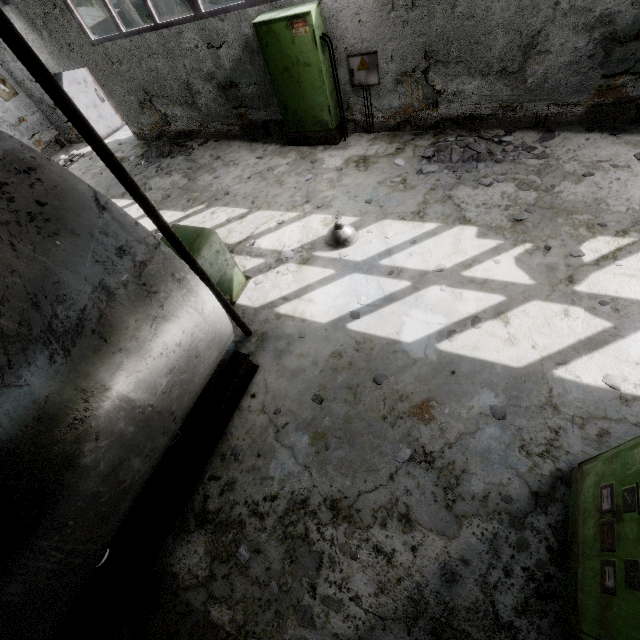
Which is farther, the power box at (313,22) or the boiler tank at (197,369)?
the power box at (313,22)

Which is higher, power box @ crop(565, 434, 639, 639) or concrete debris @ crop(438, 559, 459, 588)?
power box @ crop(565, 434, 639, 639)

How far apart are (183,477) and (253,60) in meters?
8.7

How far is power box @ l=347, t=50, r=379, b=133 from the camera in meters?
6.5

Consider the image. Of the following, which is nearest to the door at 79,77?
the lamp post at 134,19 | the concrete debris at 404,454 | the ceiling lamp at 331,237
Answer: the lamp post at 134,19

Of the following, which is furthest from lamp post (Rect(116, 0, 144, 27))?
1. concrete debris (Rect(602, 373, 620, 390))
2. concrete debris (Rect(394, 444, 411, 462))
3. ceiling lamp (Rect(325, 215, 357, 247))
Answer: concrete debris (Rect(602, 373, 620, 390))

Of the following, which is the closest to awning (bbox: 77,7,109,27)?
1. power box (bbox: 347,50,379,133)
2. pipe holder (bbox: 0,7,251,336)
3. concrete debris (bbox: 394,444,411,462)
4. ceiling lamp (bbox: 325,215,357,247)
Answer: power box (bbox: 347,50,379,133)

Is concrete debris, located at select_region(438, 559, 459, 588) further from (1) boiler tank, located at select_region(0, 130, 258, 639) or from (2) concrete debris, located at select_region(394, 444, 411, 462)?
(1) boiler tank, located at select_region(0, 130, 258, 639)
